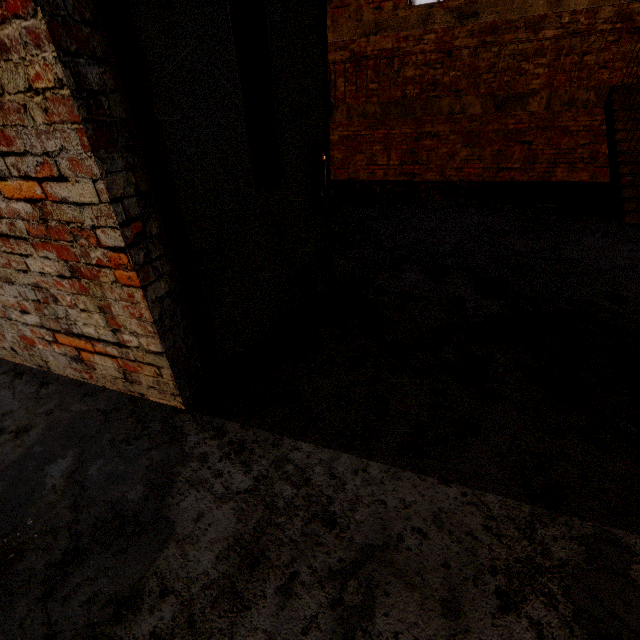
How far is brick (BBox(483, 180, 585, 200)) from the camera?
6.18m

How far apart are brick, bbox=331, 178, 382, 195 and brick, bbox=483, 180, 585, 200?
3.6m

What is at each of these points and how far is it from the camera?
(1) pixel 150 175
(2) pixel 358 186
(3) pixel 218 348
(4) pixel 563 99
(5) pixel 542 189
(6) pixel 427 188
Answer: (1) door frame, 1.4 meters
(2) brick, 7.6 meters
(3) door, 2.0 meters
(4) stairs, 6.0 meters
(5) brick, 6.7 meters
(6) brick, 7.3 meters

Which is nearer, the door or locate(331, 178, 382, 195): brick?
the door

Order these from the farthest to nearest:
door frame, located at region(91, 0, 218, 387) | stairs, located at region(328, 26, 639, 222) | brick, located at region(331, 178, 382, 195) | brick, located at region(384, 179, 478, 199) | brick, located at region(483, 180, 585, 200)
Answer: brick, located at region(331, 178, 382, 195) < brick, located at region(384, 179, 478, 199) < brick, located at region(483, 180, 585, 200) < stairs, located at region(328, 26, 639, 222) < door frame, located at region(91, 0, 218, 387)

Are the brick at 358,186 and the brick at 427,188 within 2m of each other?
yes

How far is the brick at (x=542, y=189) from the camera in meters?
6.2

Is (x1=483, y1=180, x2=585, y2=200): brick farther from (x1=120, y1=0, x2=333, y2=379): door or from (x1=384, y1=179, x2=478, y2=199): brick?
(x1=120, y1=0, x2=333, y2=379): door
